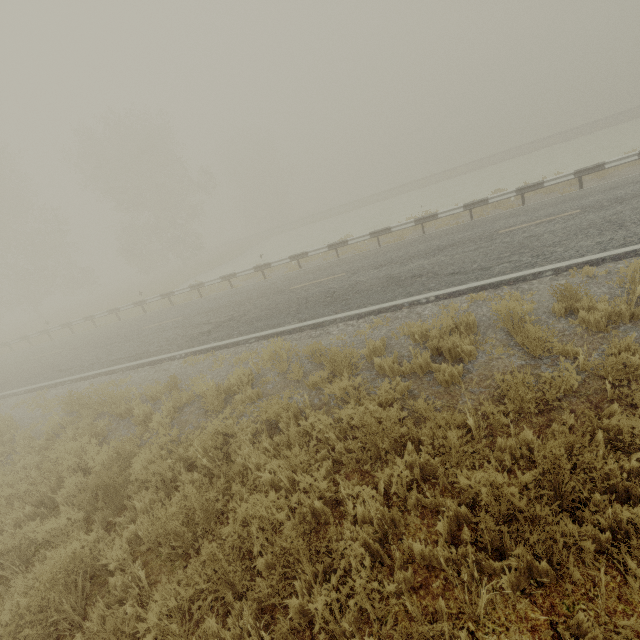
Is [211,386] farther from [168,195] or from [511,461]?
[168,195]

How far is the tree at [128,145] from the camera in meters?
31.0

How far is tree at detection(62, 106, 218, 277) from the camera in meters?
31.0 m
